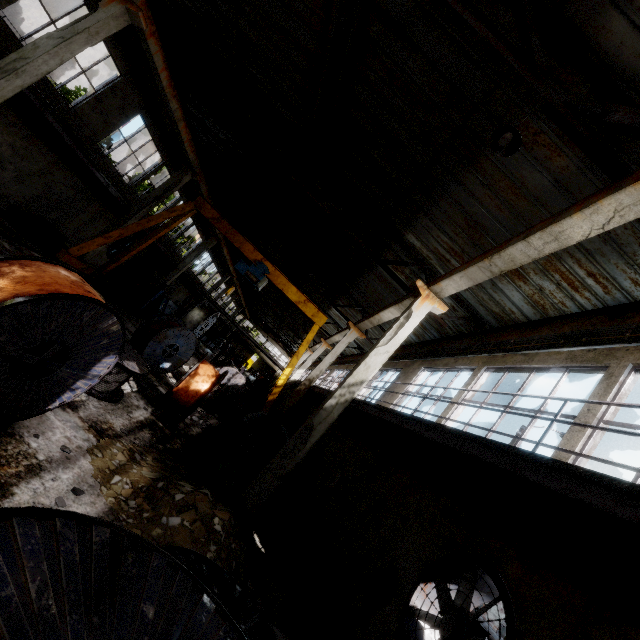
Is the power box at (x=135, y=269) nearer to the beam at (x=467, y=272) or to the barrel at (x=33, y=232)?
the barrel at (x=33, y=232)

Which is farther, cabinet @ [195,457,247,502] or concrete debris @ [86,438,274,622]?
cabinet @ [195,457,247,502]

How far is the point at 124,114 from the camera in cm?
1511

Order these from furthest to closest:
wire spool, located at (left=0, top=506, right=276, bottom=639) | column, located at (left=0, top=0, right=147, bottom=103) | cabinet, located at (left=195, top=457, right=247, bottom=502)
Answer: column, located at (left=0, top=0, right=147, bottom=103), cabinet, located at (left=195, top=457, right=247, bottom=502), wire spool, located at (left=0, top=506, right=276, bottom=639)

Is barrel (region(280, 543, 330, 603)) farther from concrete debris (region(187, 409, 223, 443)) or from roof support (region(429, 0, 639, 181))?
roof support (region(429, 0, 639, 181))

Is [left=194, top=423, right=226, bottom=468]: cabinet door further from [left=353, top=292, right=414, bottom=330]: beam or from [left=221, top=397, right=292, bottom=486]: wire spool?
[left=353, top=292, right=414, bottom=330]: beam

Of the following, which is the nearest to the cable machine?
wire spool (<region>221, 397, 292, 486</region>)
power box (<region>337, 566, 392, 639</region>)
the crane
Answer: the crane

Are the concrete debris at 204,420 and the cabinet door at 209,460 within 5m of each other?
yes
